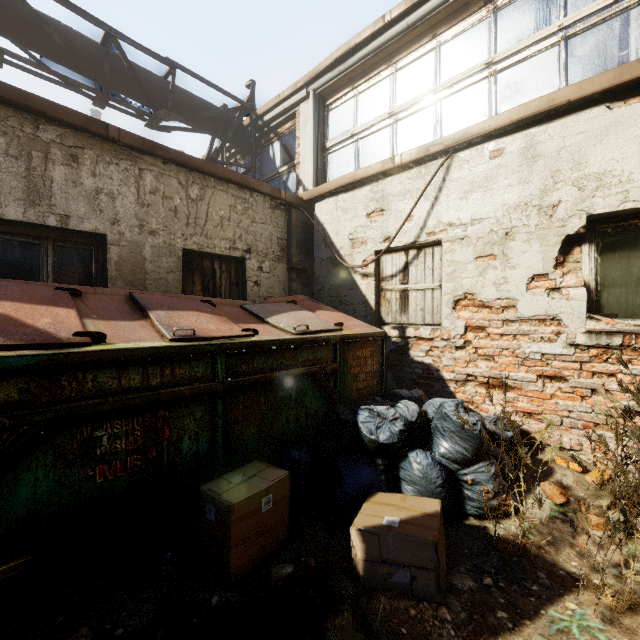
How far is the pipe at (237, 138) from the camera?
7.6 meters

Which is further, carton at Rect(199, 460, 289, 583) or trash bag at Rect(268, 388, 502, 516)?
trash bag at Rect(268, 388, 502, 516)

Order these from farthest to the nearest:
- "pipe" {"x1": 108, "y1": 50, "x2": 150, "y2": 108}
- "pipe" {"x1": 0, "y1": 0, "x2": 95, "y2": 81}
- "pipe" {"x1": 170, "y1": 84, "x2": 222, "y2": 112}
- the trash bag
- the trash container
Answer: "pipe" {"x1": 170, "y1": 84, "x2": 222, "y2": 112} < "pipe" {"x1": 108, "y1": 50, "x2": 150, "y2": 108} < "pipe" {"x1": 0, "y1": 0, "x2": 95, "y2": 81} < the trash bag < the trash container

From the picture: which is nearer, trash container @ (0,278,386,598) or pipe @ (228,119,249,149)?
trash container @ (0,278,386,598)

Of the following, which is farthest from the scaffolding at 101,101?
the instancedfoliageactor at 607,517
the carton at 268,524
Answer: the instancedfoliageactor at 607,517

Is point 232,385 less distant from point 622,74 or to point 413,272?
point 413,272

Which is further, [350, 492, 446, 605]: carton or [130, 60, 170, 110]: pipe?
[130, 60, 170, 110]: pipe

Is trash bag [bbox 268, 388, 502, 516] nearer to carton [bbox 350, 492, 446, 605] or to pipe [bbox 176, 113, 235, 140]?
carton [bbox 350, 492, 446, 605]
